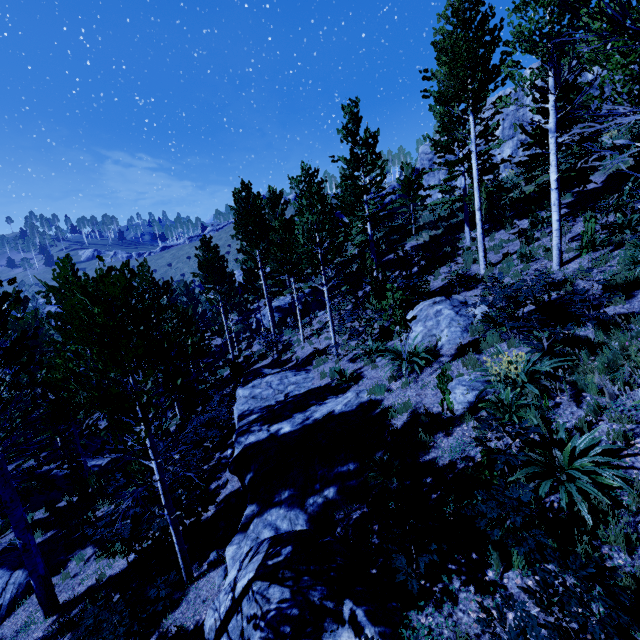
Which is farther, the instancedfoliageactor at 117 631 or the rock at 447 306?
the rock at 447 306

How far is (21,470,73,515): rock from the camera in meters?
16.0

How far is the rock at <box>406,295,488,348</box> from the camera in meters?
9.8

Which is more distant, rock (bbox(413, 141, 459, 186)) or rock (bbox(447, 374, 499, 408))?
rock (bbox(413, 141, 459, 186))

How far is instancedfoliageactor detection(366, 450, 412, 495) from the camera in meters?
6.0

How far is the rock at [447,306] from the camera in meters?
9.8

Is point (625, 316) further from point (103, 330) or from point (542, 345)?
point (103, 330)

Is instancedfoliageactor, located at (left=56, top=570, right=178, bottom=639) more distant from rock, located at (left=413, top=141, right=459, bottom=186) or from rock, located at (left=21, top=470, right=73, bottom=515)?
rock, located at (left=413, top=141, right=459, bottom=186)
